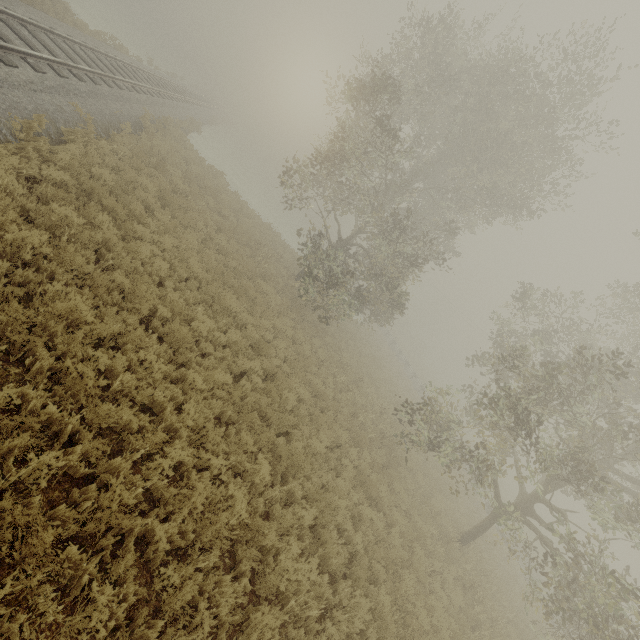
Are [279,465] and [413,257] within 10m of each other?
no

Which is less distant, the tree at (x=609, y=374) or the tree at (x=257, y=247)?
the tree at (x=609, y=374)

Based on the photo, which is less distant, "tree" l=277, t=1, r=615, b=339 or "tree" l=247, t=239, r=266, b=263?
"tree" l=277, t=1, r=615, b=339

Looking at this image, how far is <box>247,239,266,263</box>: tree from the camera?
16.7m

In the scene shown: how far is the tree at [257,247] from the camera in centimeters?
1667cm

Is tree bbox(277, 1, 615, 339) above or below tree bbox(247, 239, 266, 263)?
above

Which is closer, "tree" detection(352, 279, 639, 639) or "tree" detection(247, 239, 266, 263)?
"tree" detection(352, 279, 639, 639)
